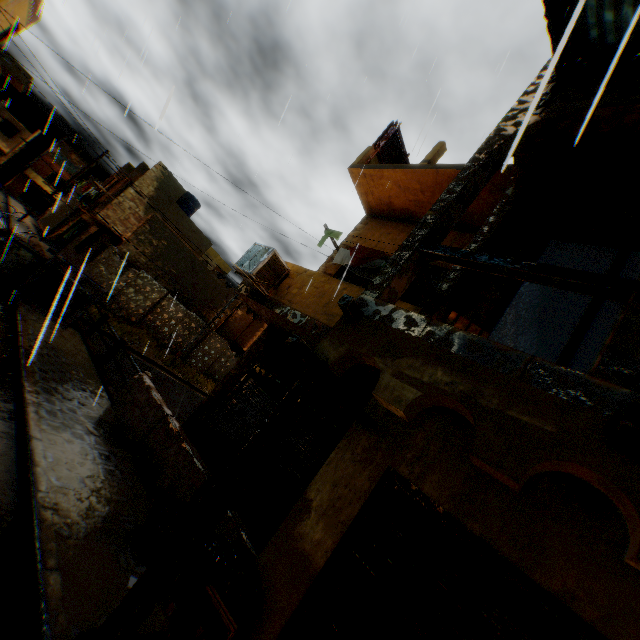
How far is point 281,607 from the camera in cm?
363

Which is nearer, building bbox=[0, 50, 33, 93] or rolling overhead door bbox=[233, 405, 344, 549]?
rolling overhead door bbox=[233, 405, 344, 549]

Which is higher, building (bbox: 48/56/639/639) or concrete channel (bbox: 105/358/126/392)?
building (bbox: 48/56/639/639)

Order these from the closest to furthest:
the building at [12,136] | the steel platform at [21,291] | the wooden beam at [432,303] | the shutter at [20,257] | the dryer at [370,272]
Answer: the wooden beam at [432,303], the dryer at [370,272], the steel platform at [21,291], the shutter at [20,257], the building at [12,136]

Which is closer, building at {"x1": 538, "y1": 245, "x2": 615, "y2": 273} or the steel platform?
building at {"x1": 538, "y1": 245, "x2": 615, "y2": 273}

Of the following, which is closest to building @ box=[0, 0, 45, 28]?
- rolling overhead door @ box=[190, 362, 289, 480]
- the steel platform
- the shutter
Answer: rolling overhead door @ box=[190, 362, 289, 480]

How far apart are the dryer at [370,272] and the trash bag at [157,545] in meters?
4.4

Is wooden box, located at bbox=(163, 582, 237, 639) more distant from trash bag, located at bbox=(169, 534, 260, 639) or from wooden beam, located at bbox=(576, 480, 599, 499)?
wooden beam, located at bbox=(576, 480, 599, 499)
